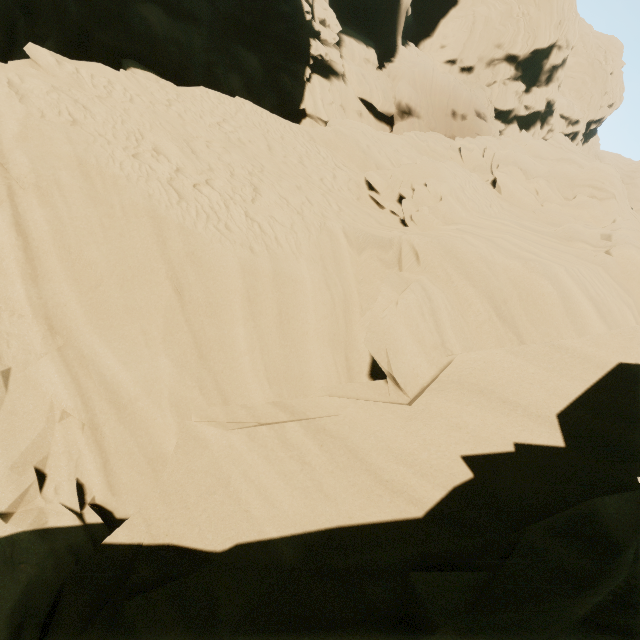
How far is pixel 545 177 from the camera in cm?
1459
